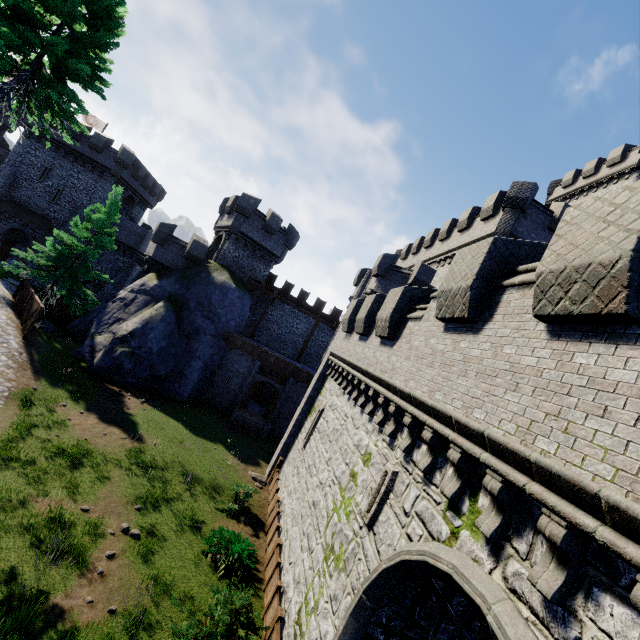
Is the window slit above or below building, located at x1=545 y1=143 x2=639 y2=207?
below

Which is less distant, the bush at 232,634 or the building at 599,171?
the bush at 232,634

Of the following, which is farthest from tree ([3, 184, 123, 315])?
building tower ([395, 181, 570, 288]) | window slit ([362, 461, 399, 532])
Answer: window slit ([362, 461, 399, 532])

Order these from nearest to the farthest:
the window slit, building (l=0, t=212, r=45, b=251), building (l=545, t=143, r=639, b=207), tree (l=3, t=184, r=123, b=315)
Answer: the window slit, tree (l=3, t=184, r=123, b=315), building (l=545, t=143, r=639, b=207), building (l=0, t=212, r=45, b=251)

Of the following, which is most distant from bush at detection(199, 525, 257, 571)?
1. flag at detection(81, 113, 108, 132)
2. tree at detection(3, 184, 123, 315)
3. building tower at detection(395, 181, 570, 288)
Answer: flag at detection(81, 113, 108, 132)

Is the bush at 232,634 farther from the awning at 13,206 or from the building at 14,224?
the building at 14,224

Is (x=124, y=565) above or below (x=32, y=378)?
below

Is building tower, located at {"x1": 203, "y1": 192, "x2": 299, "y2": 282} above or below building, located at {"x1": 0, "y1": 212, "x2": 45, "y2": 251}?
above
